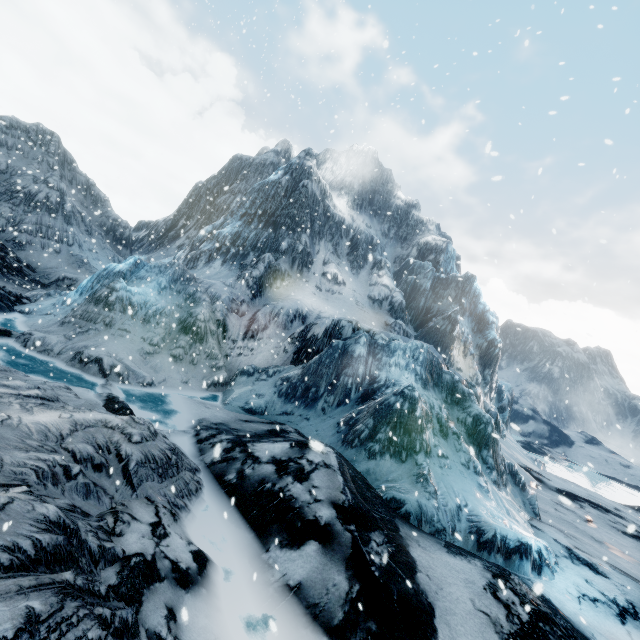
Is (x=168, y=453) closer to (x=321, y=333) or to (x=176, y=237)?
(x=321, y=333)
